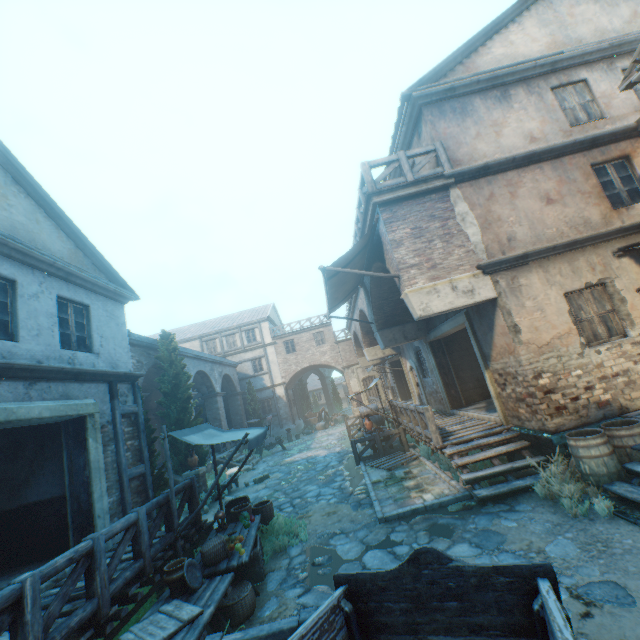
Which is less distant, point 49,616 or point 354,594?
point 354,594

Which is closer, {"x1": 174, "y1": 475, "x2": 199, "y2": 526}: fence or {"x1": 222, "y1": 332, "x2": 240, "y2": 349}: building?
{"x1": 174, "y1": 475, "x2": 199, "y2": 526}: fence

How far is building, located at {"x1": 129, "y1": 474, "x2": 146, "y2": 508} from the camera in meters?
8.2

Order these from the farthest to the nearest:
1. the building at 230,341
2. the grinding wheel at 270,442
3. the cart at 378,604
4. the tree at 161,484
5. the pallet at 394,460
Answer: the building at 230,341
the grinding wheel at 270,442
the pallet at 394,460
the tree at 161,484
the cart at 378,604

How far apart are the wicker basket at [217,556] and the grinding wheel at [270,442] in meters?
16.4 m

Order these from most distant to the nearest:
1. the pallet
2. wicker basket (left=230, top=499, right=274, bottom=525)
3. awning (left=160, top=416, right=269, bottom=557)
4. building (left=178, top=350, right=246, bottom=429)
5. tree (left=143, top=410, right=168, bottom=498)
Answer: building (left=178, top=350, right=246, bottom=429)
the pallet
tree (left=143, top=410, right=168, bottom=498)
wicker basket (left=230, top=499, right=274, bottom=525)
awning (left=160, top=416, right=269, bottom=557)

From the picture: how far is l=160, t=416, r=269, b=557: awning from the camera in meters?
5.8

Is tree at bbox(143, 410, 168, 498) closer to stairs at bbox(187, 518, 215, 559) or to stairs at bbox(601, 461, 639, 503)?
stairs at bbox(187, 518, 215, 559)
